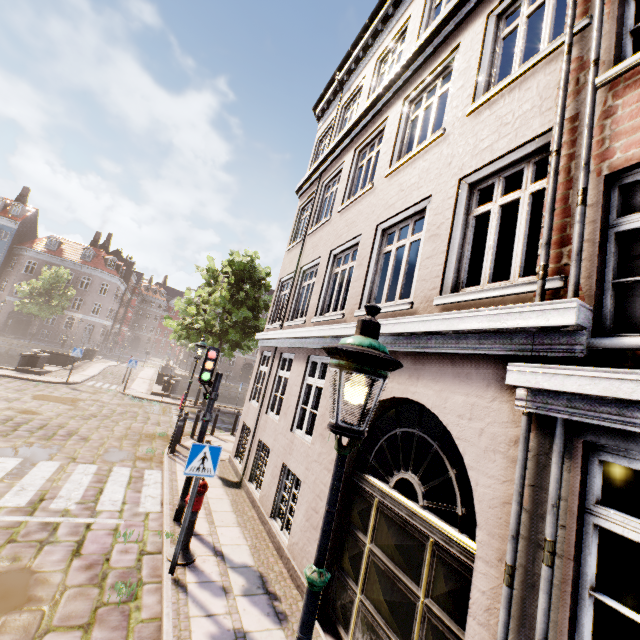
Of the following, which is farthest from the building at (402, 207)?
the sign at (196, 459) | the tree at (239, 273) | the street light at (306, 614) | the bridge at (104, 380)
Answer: the street light at (306, 614)

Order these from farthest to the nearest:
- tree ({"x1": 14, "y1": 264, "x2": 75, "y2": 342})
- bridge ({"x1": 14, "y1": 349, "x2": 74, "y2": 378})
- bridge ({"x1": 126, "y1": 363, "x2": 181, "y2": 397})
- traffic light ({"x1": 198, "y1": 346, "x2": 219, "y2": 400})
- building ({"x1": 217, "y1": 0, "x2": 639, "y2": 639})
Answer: tree ({"x1": 14, "y1": 264, "x2": 75, "y2": 342}) → bridge ({"x1": 126, "y1": 363, "x2": 181, "y2": 397}) → bridge ({"x1": 14, "y1": 349, "x2": 74, "y2": 378}) → traffic light ({"x1": 198, "y1": 346, "x2": 219, "y2": 400}) → building ({"x1": 217, "y1": 0, "x2": 639, "y2": 639})

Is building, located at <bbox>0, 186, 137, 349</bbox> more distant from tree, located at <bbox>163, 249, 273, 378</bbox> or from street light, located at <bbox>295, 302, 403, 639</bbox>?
street light, located at <bbox>295, 302, 403, 639</bbox>

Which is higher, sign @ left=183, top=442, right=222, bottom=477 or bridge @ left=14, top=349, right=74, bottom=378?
sign @ left=183, top=442, right=222, bottom=477

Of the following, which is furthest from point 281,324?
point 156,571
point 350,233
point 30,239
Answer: point 30,239

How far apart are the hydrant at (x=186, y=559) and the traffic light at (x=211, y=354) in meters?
1.6 m

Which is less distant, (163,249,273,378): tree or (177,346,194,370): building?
(163,249,273,378): tree

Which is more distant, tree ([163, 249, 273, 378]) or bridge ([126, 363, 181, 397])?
bridge ([126, 363, 181, 397])
